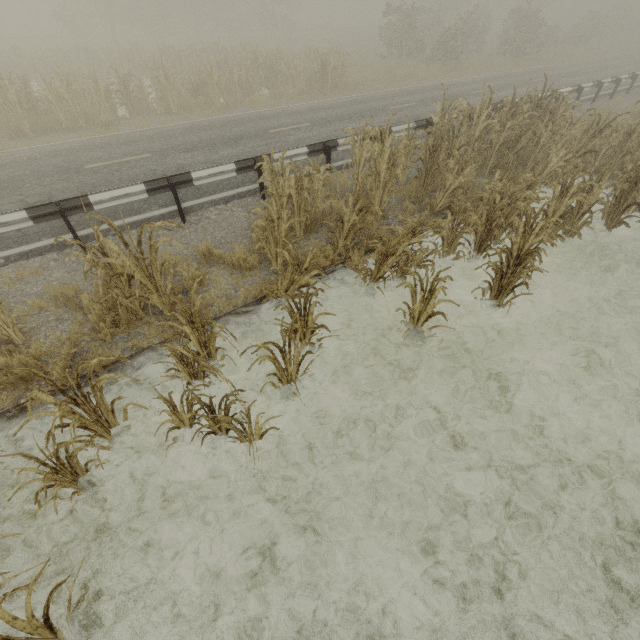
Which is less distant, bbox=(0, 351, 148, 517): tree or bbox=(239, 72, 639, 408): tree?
bbox=(0, 351, 148, 517): tree

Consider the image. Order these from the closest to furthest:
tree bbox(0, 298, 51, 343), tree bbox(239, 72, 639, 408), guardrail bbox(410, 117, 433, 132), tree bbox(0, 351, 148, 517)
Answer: tree bbox(0, 351, 148, 517)
tree bbox(0, 298, 51, 343)
tree bbox(239, 72, 639, 408)
guardrail bbox(410, 117, 433, 132)

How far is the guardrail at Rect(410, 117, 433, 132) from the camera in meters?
9.8

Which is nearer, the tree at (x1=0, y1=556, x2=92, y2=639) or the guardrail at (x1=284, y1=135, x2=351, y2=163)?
the tree at (x1=0, y1=556, x2=92, y2=639)

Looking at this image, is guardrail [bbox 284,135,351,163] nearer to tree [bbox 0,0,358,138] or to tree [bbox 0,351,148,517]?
tree [bbox 0,351,148,517]

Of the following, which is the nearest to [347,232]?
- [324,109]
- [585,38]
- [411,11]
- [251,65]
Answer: [324,109]

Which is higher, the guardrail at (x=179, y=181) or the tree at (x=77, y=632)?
the guardrail at (x=179, y=181)

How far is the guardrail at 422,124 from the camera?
9.85m
